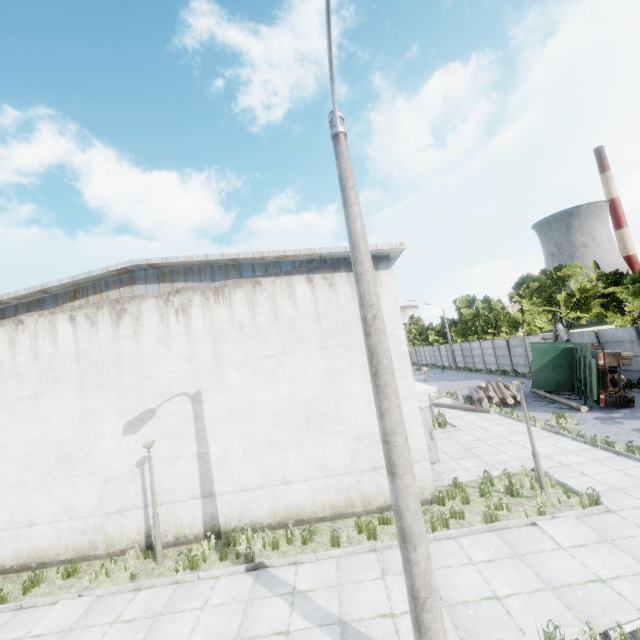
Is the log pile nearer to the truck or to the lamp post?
the truck

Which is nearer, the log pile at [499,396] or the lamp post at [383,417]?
the lamp post at [383,417]

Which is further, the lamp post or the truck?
the truck

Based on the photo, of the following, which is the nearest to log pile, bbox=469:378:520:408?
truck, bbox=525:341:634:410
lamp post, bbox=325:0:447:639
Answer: truck, bbox=525:341:634:410

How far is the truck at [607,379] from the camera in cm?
1589

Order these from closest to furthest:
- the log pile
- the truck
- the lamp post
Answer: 1. the lamp post
2. the truck
3. the log pile

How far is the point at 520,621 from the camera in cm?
548

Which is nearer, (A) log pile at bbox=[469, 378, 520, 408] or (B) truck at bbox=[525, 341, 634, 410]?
(B) truck at bbox=[525, 341, 634, 410]
